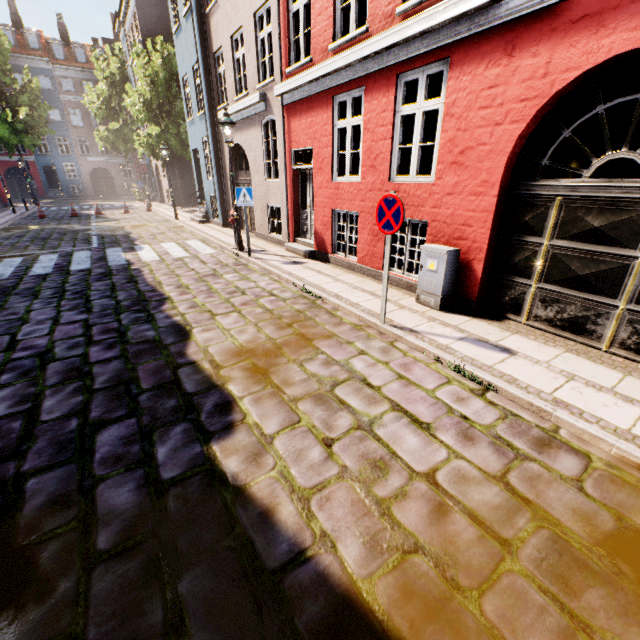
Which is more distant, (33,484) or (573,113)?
(573,113)

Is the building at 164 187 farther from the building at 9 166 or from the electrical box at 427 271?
the building at 9 166

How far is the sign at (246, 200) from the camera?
8.7 meters

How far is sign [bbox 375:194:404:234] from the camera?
4.3 meters

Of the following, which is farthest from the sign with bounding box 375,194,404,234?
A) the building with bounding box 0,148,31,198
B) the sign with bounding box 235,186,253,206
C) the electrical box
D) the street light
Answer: the building with bounding box 0,148,31,198

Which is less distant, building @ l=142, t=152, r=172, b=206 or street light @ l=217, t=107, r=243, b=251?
street light @ l=217, t=107, r=243, b=251

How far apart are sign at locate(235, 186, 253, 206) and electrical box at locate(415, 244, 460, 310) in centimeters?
537cm
